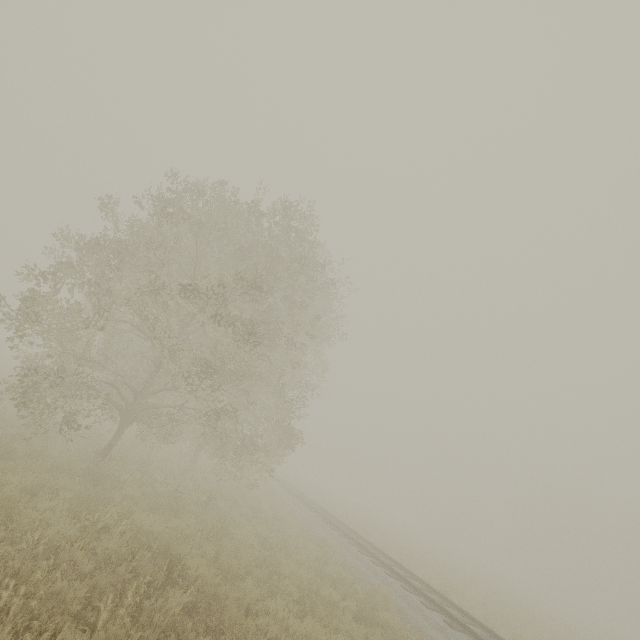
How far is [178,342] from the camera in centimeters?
970cm
